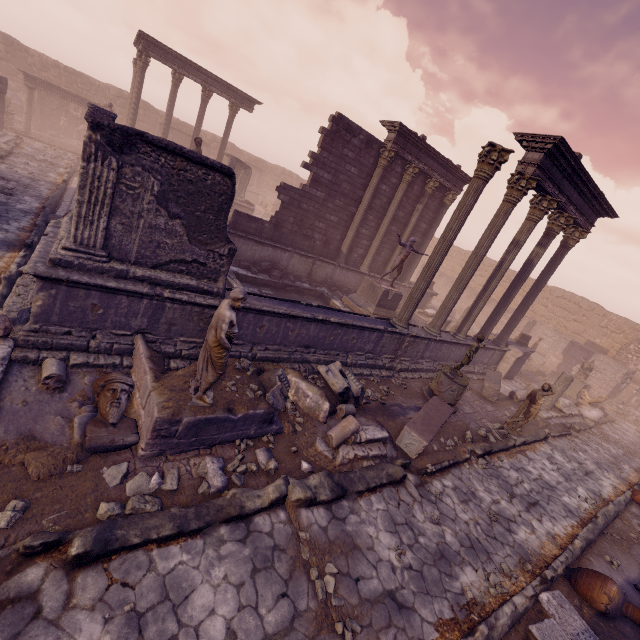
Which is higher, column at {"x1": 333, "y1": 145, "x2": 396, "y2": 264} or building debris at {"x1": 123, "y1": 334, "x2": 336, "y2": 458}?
column at {"x1": 333, "y1": 145, "x2": 396, "y2": 264}

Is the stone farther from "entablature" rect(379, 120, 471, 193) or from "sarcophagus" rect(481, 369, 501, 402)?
"entablature" rect(379, 120, 471, 193)

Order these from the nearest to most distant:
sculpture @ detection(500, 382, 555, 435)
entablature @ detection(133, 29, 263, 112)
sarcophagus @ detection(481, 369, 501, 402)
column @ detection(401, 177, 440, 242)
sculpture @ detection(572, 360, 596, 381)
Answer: sculpture @ detection(500, 382, 555, 435) < sarcophagus @ detection(481, 369, 501, 402) < column @ detection(401, 177, 440, 242) < sculpture @ detection(572, 360, 596, 381) < entablature @ detection(133, 29, 263, 112)

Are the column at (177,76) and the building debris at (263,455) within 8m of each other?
no

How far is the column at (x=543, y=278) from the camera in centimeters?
1084cm

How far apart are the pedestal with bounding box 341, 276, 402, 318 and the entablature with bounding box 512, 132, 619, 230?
5.6m

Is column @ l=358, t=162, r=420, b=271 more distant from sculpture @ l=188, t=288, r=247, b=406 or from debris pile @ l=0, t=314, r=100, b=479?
debris pile @ l=0, t=314, r=100, b=479

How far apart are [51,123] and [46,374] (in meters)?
30.87
